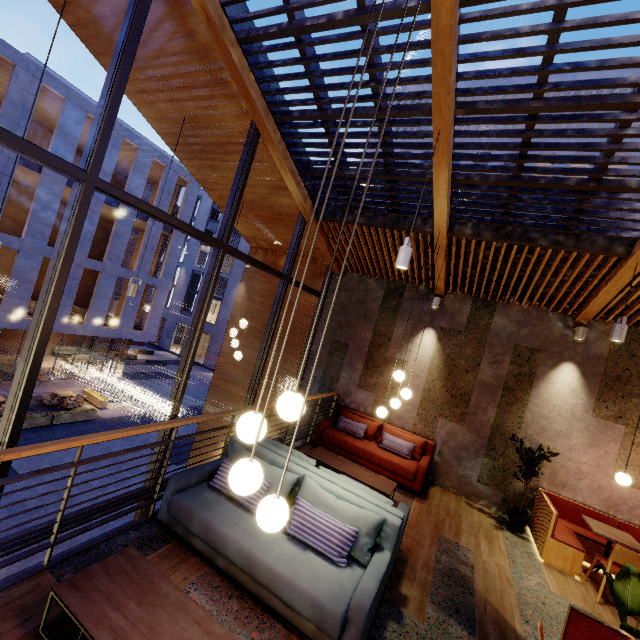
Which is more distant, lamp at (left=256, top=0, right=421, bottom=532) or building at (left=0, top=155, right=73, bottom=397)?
building at (left=0, top=155, right=73, bottom=397)

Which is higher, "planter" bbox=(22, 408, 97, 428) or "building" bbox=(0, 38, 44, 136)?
"building" bbox=(0, 38, 44, 136)

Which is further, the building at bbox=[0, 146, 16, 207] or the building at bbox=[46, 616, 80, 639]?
the building at bbox=[0, 146, 16, 207]

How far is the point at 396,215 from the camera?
6.00m

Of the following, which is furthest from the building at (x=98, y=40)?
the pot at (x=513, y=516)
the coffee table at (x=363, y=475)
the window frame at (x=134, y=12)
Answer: the pot at (x=513, y=516)

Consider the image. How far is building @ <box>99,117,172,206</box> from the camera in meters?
18.5 m

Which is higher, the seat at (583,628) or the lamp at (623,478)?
the lamp at (623,478)

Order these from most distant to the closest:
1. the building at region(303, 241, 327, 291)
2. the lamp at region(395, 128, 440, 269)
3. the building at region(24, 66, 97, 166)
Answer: the building at region(24, 66, 97, 166) → the building at region(303, 241, 327, 291) → the lamp at region(395, 128, 440, 269)
